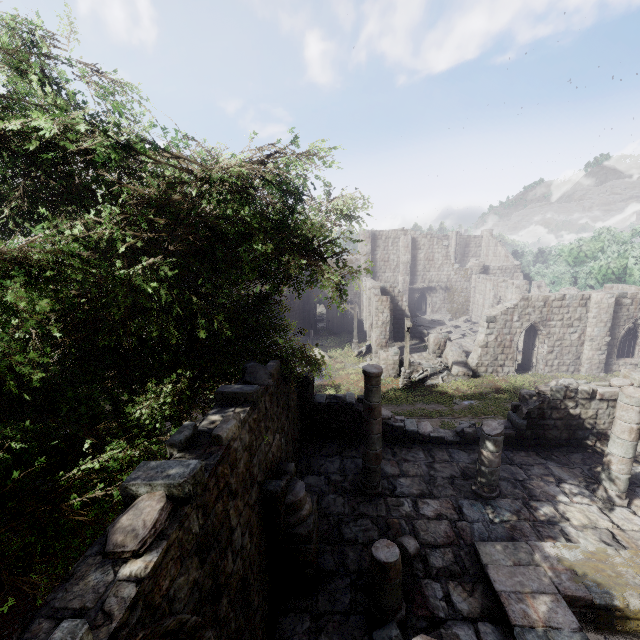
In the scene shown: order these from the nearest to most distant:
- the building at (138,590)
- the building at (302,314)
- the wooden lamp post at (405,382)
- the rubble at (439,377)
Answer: the building at (138,590), the wooden lamp post at (405,382), the rubble at (439,377), the building at (302,314)

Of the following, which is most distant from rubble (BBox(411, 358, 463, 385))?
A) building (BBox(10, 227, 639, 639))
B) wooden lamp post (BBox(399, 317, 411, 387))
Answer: wooden lamp post (BBox(399, 317, 411, 387))

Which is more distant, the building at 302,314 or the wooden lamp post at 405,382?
the building at 302,314

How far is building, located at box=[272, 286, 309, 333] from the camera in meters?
38.8 m

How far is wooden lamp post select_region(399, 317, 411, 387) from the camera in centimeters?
2117cm

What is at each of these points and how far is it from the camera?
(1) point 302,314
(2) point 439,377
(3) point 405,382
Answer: (1) building, 42.2 meters
(2) rubble, 22.5 meters
(3) wooden lamp post, 22.0 meters

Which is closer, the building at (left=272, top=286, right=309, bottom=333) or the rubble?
the rubble

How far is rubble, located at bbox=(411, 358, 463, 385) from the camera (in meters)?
22.50
